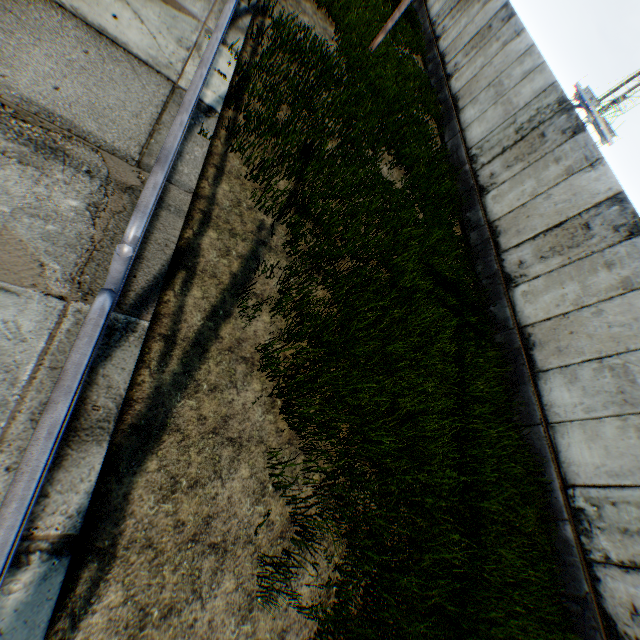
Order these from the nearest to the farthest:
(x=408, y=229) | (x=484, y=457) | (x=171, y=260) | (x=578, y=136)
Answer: (x=171, y=260)
(x=484, y=457)
(x=408, y=229)
(x=578, y=136)
